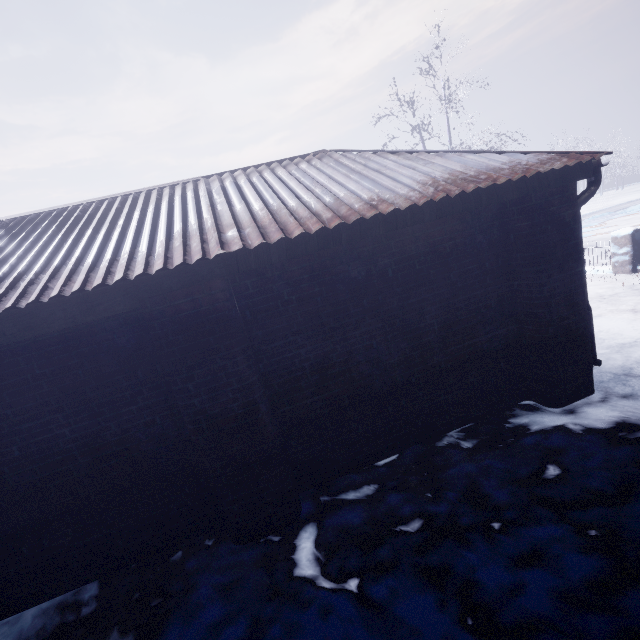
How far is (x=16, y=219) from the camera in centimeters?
344cm

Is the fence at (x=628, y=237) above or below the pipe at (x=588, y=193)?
below

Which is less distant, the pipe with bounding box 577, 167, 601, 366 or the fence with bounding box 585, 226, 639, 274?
the pipe with bounding box 577, 167, 601, 366

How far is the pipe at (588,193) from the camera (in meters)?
3.11

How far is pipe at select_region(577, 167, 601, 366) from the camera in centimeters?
311cm

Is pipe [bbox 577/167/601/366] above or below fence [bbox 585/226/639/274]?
above
